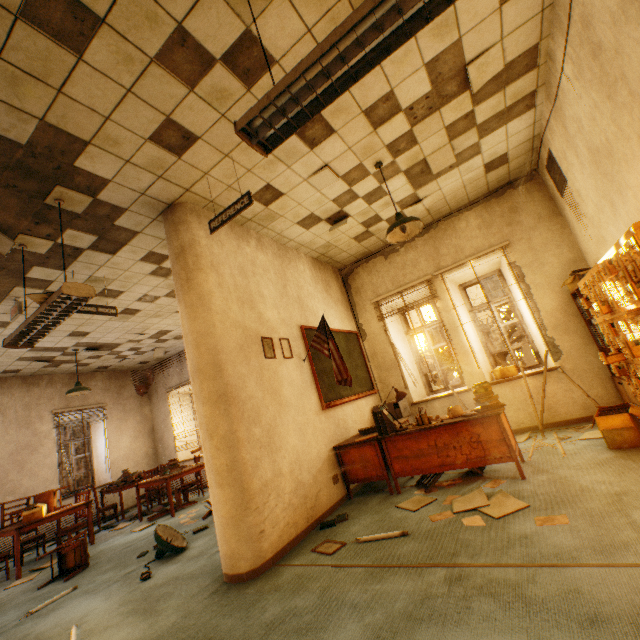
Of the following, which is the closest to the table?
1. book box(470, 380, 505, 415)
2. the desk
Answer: the desk

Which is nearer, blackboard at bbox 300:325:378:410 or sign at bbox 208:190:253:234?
sign at bbox 208:190:253:234

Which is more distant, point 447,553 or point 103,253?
point 103,253

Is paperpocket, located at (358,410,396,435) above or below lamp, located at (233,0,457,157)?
below

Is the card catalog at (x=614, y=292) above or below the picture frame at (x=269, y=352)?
below

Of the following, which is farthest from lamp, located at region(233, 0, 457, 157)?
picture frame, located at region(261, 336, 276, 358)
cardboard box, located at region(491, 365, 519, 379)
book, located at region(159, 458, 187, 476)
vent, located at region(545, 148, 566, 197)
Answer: book, located at region(159, 458, 187, 476)

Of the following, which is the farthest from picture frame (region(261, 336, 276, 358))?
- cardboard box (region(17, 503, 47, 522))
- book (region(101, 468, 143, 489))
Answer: book (region(101, 468, 143, 489))

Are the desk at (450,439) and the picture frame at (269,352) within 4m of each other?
yes
